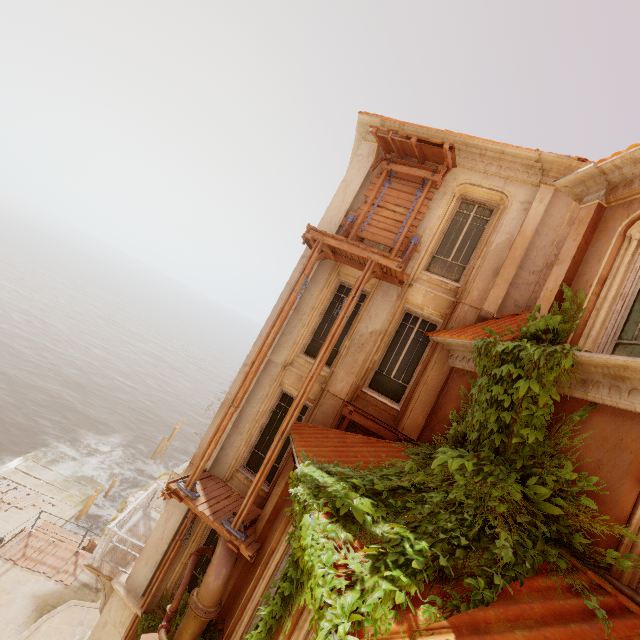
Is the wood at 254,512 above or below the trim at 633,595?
below

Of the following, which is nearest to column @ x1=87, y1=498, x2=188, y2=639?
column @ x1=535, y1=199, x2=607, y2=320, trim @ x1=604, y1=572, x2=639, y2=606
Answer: column @ x1=535, y1=199, x2=607, y2=320

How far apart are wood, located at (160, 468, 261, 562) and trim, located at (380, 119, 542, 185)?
11.4 meters

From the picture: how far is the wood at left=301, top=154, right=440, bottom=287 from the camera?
8.43m

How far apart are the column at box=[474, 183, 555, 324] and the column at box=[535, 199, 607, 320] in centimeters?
177cm

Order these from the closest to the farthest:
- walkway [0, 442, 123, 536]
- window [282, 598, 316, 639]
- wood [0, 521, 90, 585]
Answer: window [282, 598, 316, 639] < wood [0, 521, 90, 585] < walkway [0, 442, 123, 536]

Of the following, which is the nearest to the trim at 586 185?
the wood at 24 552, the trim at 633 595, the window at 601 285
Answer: the window at 601 285

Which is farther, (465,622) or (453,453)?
(453,453)
